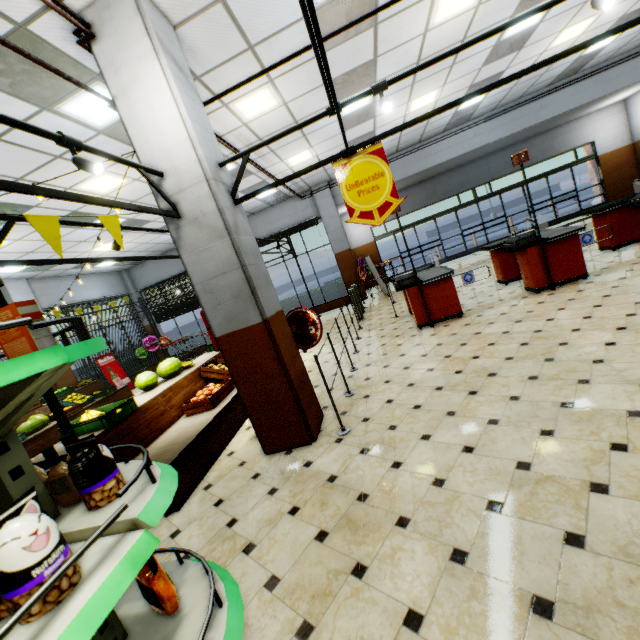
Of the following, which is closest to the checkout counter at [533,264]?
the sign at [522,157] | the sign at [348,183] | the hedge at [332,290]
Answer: the sign at [522,157]

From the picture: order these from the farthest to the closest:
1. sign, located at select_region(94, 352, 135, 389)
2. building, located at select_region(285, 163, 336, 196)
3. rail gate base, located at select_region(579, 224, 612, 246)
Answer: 1. sign, located at select_region(94, 352, 135, 389)
2. building, located at select_region(285, 163, 336, 196)
3. rail gate base, located at select_region(579, 224, 612, 246)

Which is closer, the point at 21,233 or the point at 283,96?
the point at 283,96

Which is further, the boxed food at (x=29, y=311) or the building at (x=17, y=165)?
the building at (x=17, y=165)

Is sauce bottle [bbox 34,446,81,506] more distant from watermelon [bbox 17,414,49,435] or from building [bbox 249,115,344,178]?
watermelon [bbox 17,414,49,435]

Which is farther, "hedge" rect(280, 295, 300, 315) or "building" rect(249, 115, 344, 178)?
"hedge" rect(280, 295, 300, 315)

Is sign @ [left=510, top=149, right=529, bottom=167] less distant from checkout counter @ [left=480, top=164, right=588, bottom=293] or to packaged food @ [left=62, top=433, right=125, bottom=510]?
checkout counter @ [left=480, top=164, right=588, bottom=293]

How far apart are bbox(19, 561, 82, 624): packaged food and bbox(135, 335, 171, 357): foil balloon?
14.8 meters
